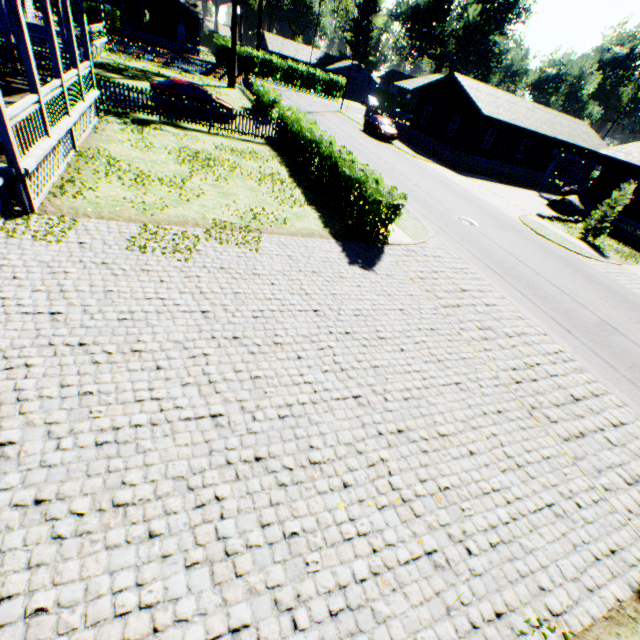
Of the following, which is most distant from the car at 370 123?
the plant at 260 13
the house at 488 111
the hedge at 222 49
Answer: the plant at 260 13

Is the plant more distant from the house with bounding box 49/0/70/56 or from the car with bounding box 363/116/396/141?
the car with bounding box 363/116/396/141

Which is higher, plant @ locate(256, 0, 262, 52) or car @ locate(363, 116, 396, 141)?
plant @ locate(256, 0, 262, 52)

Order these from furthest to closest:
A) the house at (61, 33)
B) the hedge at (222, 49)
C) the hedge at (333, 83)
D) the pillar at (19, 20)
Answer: the hedge at (333, 83) < the hedge at (222, 49) < the house at (61, 33) < the pillar at (19, 20)

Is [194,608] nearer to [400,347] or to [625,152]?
[400,347]

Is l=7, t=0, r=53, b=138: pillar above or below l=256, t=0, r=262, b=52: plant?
below

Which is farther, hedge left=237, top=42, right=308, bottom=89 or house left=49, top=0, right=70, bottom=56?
hedge left=237, top=42, right=308, bottom=89

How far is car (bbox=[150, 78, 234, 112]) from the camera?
17.9m
